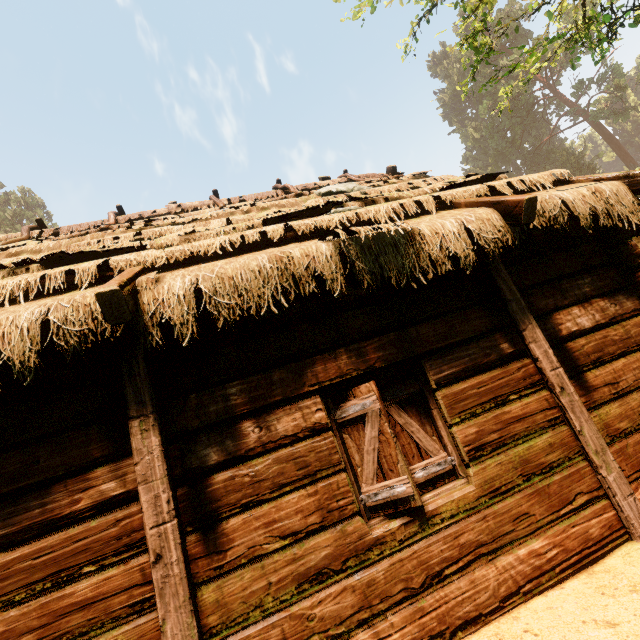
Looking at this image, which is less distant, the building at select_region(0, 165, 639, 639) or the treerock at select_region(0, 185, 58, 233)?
the building at select_region(0, 165, 639, 639)

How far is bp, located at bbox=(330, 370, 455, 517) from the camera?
2.86m

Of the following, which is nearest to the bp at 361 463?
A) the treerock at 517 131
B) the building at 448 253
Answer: the building at 448 253

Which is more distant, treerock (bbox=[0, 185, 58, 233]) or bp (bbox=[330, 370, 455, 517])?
treerock (bbox=[0, 185, 58, 233])

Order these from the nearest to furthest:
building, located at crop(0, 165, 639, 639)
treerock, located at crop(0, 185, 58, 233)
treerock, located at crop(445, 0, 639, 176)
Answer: building, located at crop(0, 165, 639, 639)
treerock, located at crop(445, 0, 639, 176)
treerock, located at crop(0, 185, 58, 233)

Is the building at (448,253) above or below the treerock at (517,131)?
below

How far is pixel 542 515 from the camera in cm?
297

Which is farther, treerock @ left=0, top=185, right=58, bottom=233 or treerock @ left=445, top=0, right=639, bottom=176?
treerock @ left=0, top=185, right=58, bottom=233
